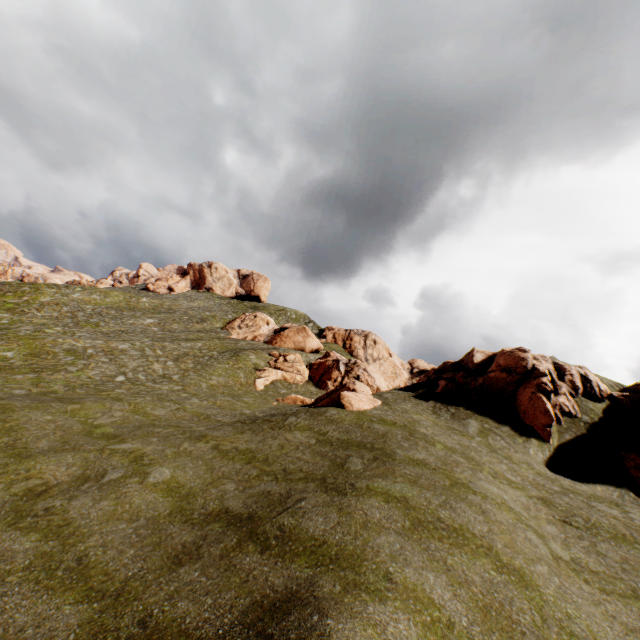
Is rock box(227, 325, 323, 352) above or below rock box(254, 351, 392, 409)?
above

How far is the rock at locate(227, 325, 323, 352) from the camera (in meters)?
54.38

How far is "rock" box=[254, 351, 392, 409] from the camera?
19.89m

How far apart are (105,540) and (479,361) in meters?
24.2

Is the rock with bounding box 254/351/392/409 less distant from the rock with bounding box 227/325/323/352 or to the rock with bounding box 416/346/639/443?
the rock with bounding box 416/346/639/443

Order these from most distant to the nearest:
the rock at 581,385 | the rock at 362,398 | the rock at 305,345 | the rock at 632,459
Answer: the rock at 305,345
the rock at 362,398
the rock at 581,385
the rock at 632,459

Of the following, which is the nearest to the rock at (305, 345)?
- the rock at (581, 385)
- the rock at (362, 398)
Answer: the rock at (362, 398)
